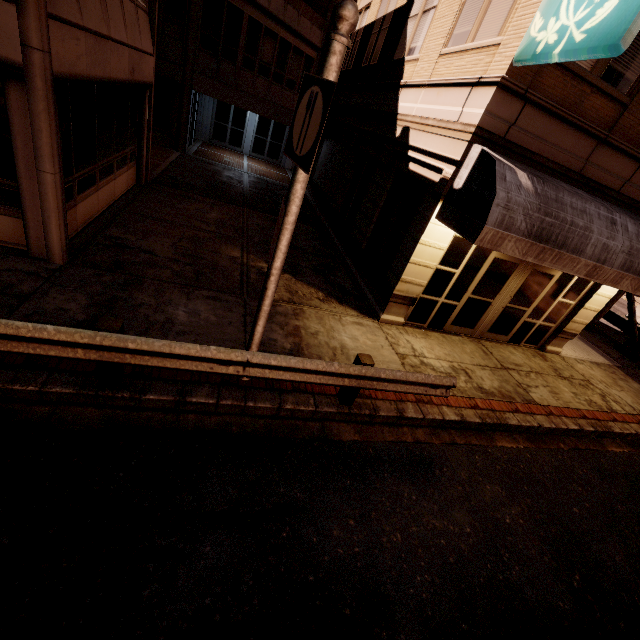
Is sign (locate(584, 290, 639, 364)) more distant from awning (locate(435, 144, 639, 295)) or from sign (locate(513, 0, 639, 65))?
sign (locate(513, 0, 639, 65))

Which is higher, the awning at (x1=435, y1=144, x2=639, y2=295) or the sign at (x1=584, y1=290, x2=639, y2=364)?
the awning at (x1=435, y1=144, x2=639, y2=295)

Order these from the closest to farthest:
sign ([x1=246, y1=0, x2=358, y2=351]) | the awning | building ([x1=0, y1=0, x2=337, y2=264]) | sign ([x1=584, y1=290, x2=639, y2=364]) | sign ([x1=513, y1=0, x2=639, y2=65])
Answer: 1. sign ([x1=246, y1=0, x2=358, y2=351])
2. sign ([x1=513, y1=0, x2=639, y2=65])
3. building ([x1=0, y1=0, x2=337, y2=264])
4. the awning
5. sign ([x1=584, y1=290, x2=639, y2=364])

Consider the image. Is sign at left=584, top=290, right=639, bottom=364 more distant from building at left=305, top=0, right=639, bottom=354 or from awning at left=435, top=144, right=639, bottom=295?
building at left=305, top=0, right=639, bottom=354

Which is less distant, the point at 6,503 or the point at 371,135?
the point at 6,503

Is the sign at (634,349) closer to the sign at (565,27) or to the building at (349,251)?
the building at (349,251)

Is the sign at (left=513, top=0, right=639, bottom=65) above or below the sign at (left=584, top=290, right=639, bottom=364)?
above

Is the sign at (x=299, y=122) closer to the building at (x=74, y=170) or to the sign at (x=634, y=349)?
the building at (x=74, y=170)
